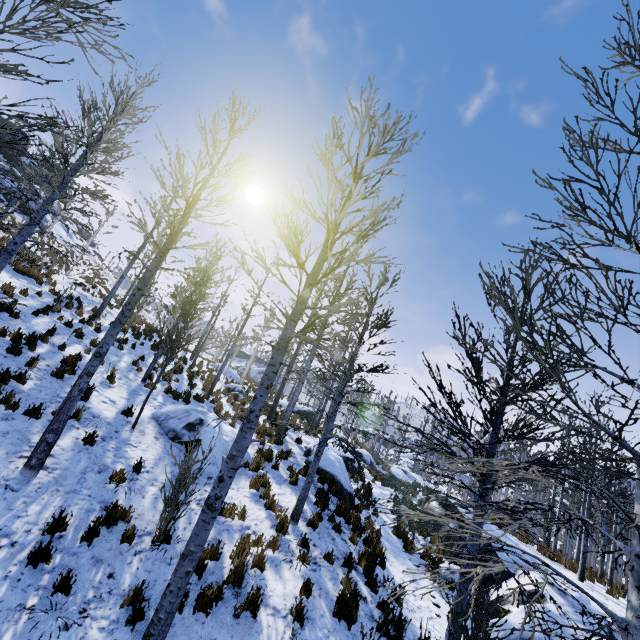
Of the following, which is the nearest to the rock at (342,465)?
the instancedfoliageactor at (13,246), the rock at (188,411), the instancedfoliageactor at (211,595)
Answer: the instancedfoliageactor at (211,595)

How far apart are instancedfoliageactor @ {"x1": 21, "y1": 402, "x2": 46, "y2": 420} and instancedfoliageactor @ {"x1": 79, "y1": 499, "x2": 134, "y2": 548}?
3.22m

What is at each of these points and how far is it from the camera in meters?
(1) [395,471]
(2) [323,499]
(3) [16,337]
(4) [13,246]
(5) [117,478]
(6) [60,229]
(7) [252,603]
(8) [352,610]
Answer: (1) rock, 20.1 m
(2) instancedfoliageactor, 9.9 m
(3) instancedfoliageactor, 9.4 m
(4) instancedfoliageactor, 9.7 m
(5) instancedfoliageactor, 6.9 m
(6) rock, 31.6 m
(7) instancedfoliageactor, 5.4 m
(8) instancedfoliageactor, 5.8 m

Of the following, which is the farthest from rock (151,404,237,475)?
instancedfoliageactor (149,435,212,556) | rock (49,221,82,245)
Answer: rock (49,221,82,245)

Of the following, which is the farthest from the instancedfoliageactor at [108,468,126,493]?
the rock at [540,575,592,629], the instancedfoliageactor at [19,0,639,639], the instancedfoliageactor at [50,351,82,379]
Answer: the instancedfoliageactor at [19,0,639,639]

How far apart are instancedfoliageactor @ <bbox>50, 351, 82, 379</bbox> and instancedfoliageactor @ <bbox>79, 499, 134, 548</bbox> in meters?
5.5 m

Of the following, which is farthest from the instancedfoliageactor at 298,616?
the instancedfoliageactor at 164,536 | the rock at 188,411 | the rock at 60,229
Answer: the rock at 60,229

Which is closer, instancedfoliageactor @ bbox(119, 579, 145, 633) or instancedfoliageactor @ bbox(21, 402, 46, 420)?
instancedfoliageactor @ bbox(119, 579, 145, 633)
